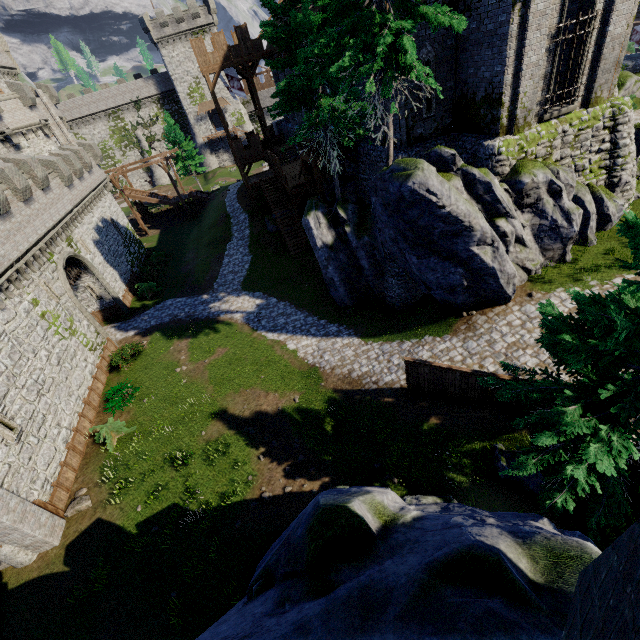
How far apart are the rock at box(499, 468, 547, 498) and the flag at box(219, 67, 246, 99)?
35.0m

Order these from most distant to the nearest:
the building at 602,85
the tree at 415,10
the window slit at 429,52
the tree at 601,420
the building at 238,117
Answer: the building at 238,117 < the window slit at 429,52 < the building at 602,85 < the tree at 415,10 < the tree at 601,420

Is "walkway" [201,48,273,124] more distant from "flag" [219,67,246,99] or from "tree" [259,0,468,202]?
"tree" [259,0,468,202]

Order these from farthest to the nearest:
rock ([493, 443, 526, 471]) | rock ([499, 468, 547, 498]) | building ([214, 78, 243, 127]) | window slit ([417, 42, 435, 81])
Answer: building ([214, 78, 243, 127]) < window slit ([417, 42, 435, 81]) < rock ([493, 443, 526, 471]) < rock ([499, 468, 547, 498])

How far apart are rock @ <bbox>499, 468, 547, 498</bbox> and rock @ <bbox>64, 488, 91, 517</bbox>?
16.61m

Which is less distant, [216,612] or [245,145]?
[216,612]

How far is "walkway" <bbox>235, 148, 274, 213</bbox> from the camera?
30.82m

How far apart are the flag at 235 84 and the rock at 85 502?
33.4m
